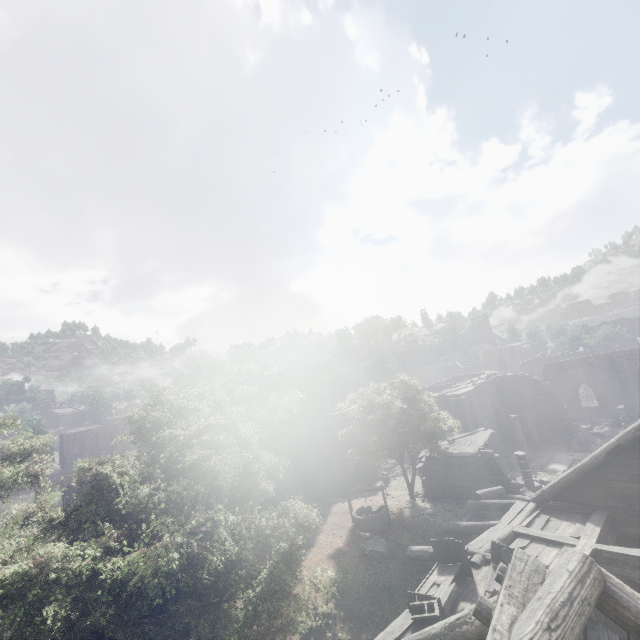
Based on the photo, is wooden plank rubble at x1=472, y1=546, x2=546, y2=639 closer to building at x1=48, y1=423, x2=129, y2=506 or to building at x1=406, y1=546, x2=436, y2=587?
building at x1=406, y1=546, x2=436, y2=587

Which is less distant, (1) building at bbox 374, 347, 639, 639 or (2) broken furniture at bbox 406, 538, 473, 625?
(1) building at bbox 374, 347, 639, 639

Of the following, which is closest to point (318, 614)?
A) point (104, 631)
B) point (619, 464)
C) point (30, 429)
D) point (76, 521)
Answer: point (104, 631)

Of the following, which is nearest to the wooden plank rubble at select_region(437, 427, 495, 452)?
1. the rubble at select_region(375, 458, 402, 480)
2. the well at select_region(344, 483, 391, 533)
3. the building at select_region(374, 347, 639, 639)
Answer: the building at select_region(374, 347, 639, 639)

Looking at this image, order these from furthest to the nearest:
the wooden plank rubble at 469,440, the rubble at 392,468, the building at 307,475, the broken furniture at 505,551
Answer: the rubble at 392,468 < the wooden plank rubble at 469,440 < the building at 307,475 < the broken furniture at 505,551

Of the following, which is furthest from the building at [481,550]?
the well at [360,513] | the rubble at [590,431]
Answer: the well at [360,513]

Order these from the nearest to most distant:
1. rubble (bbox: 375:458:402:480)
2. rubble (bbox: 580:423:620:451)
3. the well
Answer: the well < rubble (bbox: 580:423:620:451) < rubble (bbox: 375:458:402:480)

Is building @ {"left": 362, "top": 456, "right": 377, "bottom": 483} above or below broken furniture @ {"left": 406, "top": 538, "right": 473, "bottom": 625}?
below
